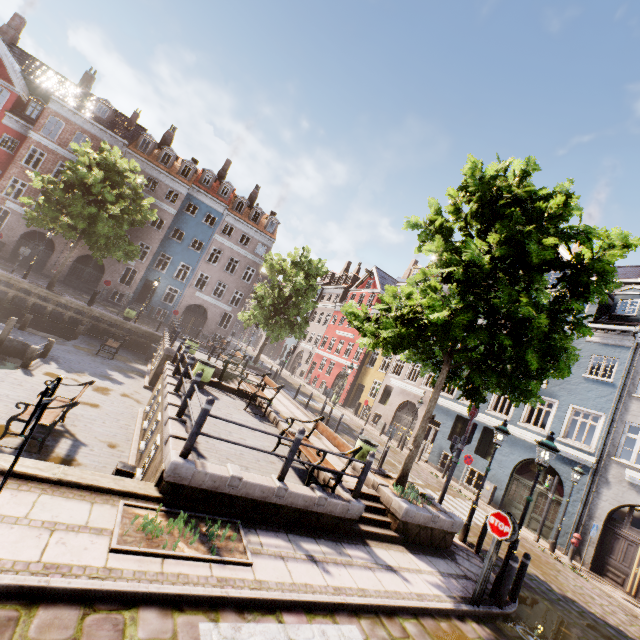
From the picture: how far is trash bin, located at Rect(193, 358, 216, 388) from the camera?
12.1 meters

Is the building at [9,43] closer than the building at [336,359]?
No

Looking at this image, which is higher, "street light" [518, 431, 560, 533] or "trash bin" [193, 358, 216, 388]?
"street light" [518, 431, 560, 533]

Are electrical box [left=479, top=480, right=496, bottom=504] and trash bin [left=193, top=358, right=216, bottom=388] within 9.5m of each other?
no

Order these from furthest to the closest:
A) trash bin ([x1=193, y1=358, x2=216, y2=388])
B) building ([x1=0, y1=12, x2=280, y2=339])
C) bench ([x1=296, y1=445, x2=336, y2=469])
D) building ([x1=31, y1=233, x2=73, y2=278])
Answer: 1. building ([x1=31, y1=233, x2=73, y2=278])
2. building ([x1=0, y1=12, x2=280, y2=339])
3. trash bin ([x1=193, y1=358, x2=216, y2=388])
4. bench ([x1=296, y1=445, x2=336, y2=469])

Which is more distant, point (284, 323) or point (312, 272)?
point (284, 323)

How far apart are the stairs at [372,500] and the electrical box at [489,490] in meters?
12.1 m

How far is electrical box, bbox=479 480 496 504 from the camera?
17.2m
